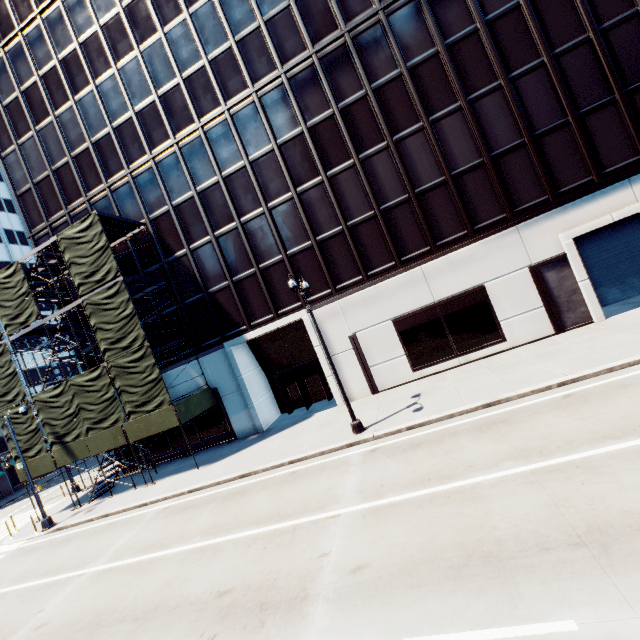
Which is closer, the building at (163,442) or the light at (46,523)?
the light at (46,523)

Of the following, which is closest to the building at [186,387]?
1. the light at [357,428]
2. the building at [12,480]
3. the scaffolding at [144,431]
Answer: the scaffolding at [144,431]

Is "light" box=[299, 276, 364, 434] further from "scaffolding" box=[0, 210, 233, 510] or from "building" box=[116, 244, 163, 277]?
"scaffolding" box=[0, 210, 233, 510]

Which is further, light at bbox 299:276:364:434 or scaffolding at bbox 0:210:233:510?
scaffolding at bbox 0:210:233:510

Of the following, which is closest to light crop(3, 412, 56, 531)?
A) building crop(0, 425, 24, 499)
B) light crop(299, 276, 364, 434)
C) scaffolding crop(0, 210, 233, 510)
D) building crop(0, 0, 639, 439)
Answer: scaffolding crop(0, 210, 233, 510)

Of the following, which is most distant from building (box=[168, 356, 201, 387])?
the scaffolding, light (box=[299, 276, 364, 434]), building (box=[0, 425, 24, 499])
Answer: building (box=[0, 425, 24, 499])

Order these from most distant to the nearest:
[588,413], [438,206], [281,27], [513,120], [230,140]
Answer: [230,140], [281,27], [438,206], [513,120], [588,413]

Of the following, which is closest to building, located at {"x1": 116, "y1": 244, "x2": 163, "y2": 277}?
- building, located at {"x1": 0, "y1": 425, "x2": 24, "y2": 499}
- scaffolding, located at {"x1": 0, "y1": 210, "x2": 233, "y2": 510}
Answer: scaffolding, located at {"x1": 0, "y1": 210, "x2": 233, "y2": 510}
